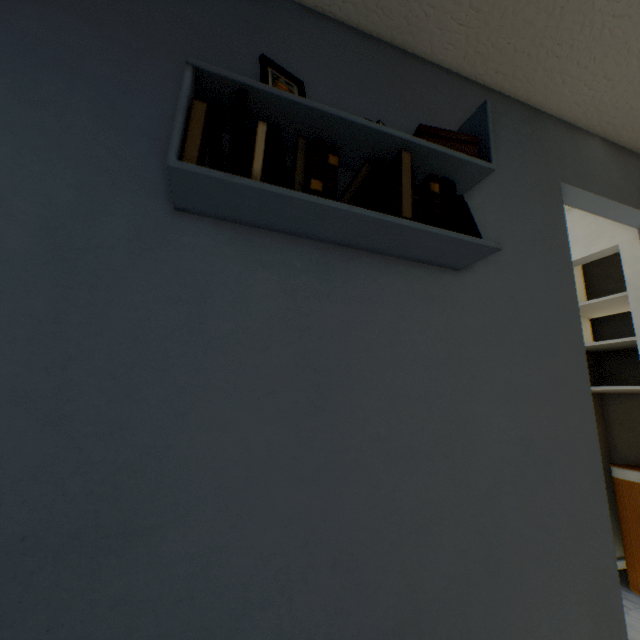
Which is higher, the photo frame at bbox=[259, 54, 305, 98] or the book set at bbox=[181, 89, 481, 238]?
the photo frame at bbox=[259, 54, 305, 98]

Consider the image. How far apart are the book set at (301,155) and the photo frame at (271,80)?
A: 0.12m

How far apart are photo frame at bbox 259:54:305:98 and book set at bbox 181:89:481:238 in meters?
0.1 m

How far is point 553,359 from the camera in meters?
1.3

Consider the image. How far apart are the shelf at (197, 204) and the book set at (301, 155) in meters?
0.0 m

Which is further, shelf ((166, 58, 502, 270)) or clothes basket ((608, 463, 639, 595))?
clothes basket ((608, 463, 639, 595))

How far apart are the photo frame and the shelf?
0.1 meters

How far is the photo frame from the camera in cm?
95
